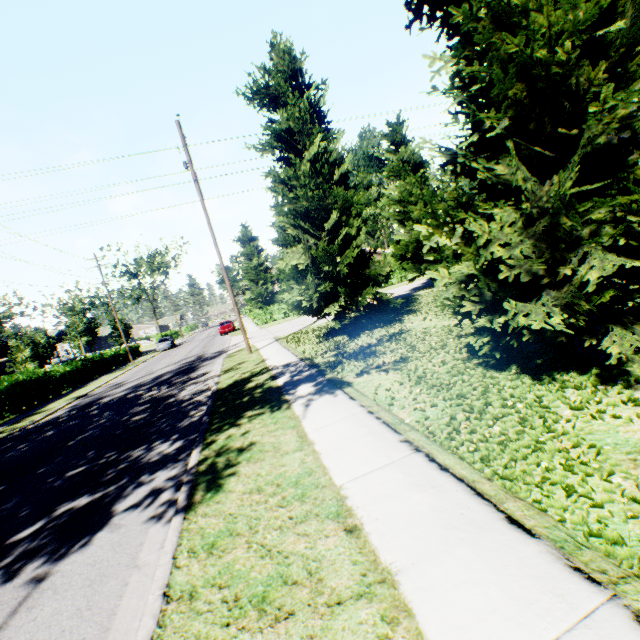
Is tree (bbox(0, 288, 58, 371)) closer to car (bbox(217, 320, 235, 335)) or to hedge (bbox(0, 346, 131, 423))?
hedge (bbox(0, 346, 131, 423))

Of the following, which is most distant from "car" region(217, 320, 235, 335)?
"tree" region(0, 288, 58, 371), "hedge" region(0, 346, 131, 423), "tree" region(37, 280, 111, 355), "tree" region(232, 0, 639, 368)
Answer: "tree" region(37, 280, 111, 355)

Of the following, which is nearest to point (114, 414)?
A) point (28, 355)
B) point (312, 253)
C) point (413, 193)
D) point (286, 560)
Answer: point (312, 253)

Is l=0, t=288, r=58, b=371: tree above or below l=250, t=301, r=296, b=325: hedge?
above

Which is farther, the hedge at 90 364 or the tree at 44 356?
the tree at 44 356

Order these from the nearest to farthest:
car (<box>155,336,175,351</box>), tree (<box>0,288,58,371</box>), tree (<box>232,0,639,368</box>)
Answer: tree (<box>232,0,639,368</box>) → tree (<box>0,288,58,371</box>) → car (<box>155,336,175,351</box>)

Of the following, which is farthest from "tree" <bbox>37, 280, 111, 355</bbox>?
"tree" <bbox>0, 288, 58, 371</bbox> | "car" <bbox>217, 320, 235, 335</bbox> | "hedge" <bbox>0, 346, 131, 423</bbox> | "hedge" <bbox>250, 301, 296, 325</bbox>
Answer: "hedge" <bbox>250, 301, 296, 325</bbox>

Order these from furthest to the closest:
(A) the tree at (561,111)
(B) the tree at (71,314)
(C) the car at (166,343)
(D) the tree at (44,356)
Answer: (C) the car at (166,343), (B) the tree at (71,314), (D) the tree at (44,356), (A) the tree at (561,111)
